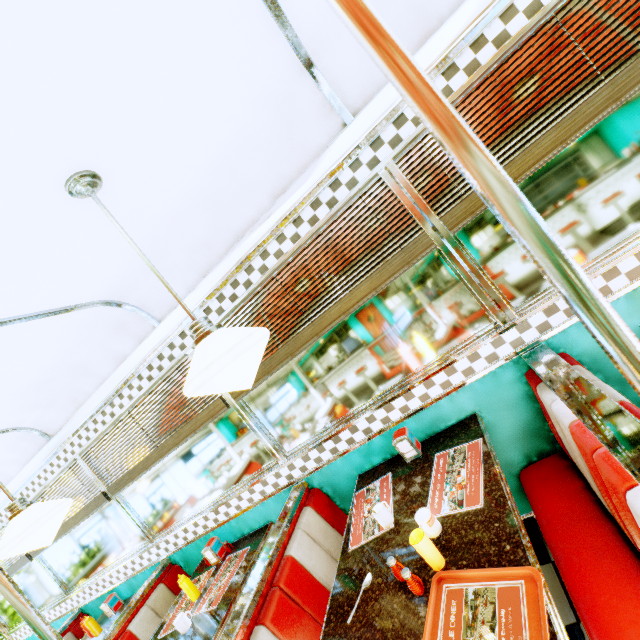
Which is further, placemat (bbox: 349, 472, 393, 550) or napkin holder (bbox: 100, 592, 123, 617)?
napkin holder (bbox: 100, 592, 123, 617)

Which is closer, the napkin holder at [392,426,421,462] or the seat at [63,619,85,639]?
the napkin holder at [392,426,421,462]

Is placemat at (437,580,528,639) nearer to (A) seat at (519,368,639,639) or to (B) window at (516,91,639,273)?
(A) seat at (519,368,639,639)

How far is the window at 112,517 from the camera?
1.9m

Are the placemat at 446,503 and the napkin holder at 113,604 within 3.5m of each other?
no

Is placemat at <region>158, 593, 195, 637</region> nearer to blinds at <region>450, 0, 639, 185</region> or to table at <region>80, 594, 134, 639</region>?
table at <region>80, 594, 134, 639</region>

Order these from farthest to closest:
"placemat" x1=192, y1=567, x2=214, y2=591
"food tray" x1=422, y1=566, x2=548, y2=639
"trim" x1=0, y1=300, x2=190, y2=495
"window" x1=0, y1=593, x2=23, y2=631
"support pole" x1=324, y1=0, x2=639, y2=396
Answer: "window" x1=0, y1=593, x2=23, y2=631 → "placemat" x1=192, y1=567, x2=214, y2=591 → "trim" x1=0, y1=300, x2=190, y2=495 → "food tray" x1=422, y1=566, x2=548, y2=639 → "support pole" x1=324, y1=0, x2=639, y2=396

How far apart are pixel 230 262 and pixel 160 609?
3.3 meters
